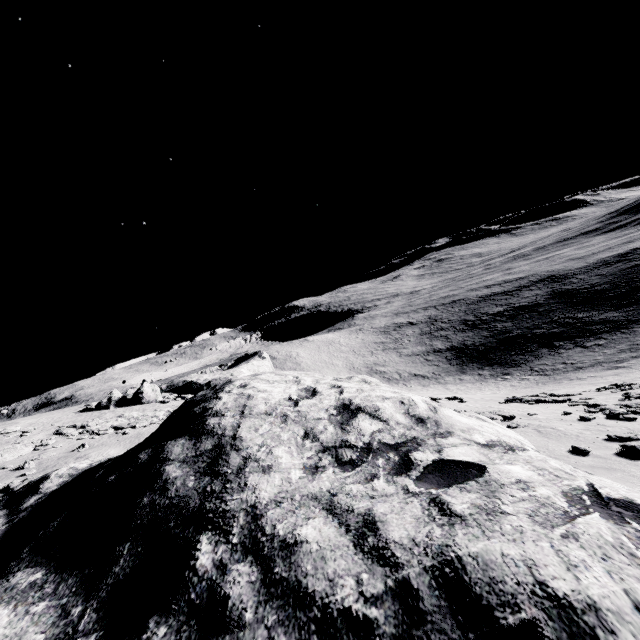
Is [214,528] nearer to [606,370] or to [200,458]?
[200,458]
